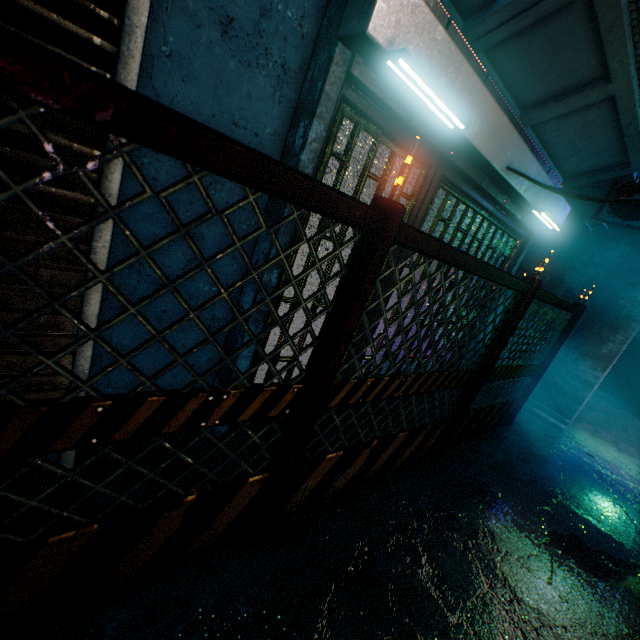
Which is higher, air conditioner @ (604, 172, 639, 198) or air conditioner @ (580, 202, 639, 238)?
air conditioner @ (604, 172, 639, 198)

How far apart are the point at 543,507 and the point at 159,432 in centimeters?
350cm

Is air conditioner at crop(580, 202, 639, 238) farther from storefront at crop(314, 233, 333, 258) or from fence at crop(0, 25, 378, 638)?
fence at crop(0, 25, 378, 638)

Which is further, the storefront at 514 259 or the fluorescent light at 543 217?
the fluorescent light at 543 217

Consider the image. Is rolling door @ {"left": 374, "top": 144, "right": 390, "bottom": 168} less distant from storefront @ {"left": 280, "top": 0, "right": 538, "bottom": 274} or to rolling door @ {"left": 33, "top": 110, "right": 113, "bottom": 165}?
storefront @ {"left": 280, "top": 0, "right": 538, "bottom": 274}

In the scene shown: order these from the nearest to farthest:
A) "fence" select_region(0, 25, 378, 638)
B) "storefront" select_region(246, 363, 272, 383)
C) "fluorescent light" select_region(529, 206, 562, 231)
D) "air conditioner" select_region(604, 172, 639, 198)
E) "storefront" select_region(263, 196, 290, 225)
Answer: "fence" select_region(0, 25, 378, 638) < "storefront" select_region(263, 196, 290, 225) < "storefront" select_region(246, 363, 272, 383) < "fluorescent light" select_region(529, 206, 562, 231) < "air conditioner" select_region(604, 172, 639, 198)

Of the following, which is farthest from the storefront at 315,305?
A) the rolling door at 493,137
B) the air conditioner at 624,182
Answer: the air conditioner at 624,182

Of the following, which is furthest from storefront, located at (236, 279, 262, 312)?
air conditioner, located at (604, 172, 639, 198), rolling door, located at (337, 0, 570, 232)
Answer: air conditioner, located at (604, 172, 639, 198)
